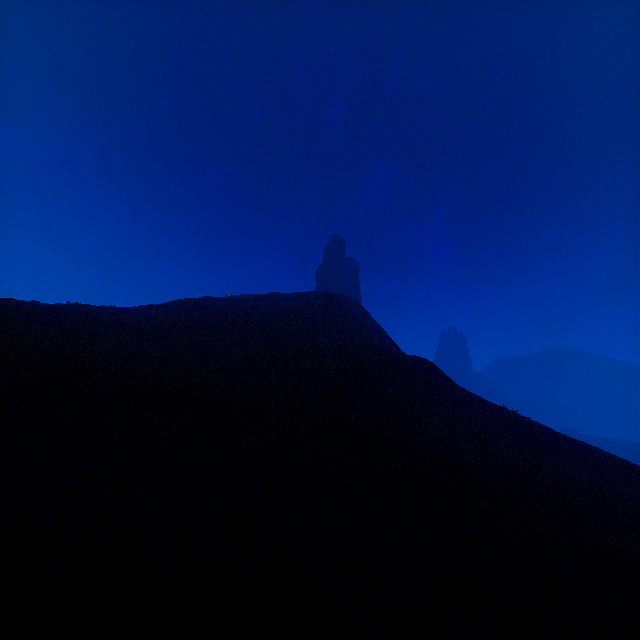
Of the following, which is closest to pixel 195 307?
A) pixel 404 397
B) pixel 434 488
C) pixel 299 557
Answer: pixel 404 397
